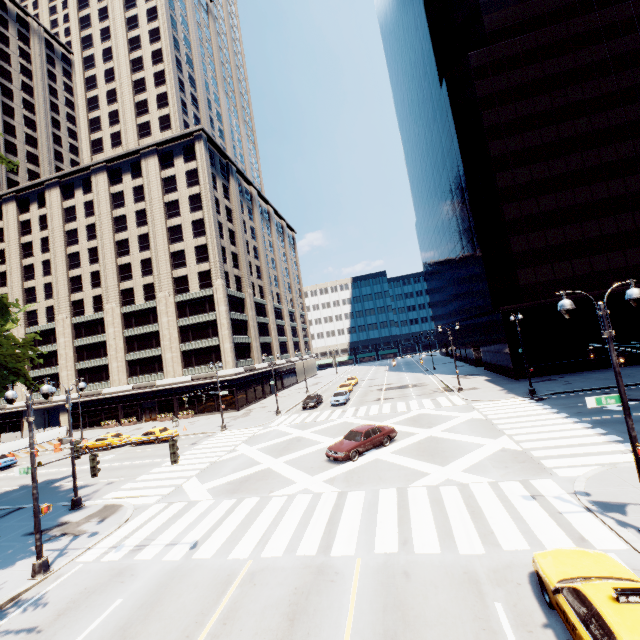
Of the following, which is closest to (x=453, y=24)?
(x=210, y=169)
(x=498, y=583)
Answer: (x=210, y=169)

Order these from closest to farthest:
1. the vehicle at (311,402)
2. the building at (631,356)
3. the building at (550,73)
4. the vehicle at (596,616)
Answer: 1. the vehicle at (596,616)
2. the building at (631,356)
3. the building at (550,73)
4. the vehicle at (311,402)

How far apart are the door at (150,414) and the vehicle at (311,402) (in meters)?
24.48

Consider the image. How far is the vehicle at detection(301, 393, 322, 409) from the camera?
39.25m

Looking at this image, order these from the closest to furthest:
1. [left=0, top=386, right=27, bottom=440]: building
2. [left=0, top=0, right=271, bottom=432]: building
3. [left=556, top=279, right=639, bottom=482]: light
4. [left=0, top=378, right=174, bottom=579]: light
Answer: [left=556, top=279, right=639, bottom=482]: light → [left=0, top=378, right=174, bottom=579]: light → [left=0, top=0, right=271, bottom=432]: building → [left=0, top=386, right=27, bottom=440]: building

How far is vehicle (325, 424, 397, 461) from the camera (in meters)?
19.30

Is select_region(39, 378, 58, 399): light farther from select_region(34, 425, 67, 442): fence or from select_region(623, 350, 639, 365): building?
Result: select_region(623, 350, 639, 365): building

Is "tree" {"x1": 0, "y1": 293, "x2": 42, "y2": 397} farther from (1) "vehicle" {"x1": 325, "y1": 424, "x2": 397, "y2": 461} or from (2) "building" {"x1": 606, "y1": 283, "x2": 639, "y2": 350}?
(2) "building" {"x1": 606, "y1": 283, "x2": 639, "y2": 350}
